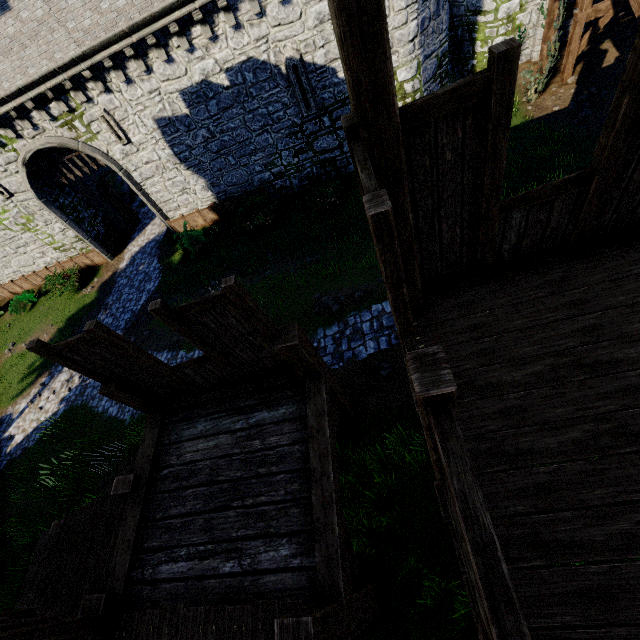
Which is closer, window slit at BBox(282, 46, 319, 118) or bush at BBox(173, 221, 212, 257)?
window slit at BBox(282, 46, 319, 118)

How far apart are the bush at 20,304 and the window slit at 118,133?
11.66m

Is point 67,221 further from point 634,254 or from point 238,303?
point 634,254

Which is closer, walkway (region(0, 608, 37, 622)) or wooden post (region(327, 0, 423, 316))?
wooden post (region(327, 0, 423, 316))

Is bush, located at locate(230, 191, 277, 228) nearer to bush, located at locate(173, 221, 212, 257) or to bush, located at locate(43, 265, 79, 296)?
bush, located at locate(173, 221, 212, 257)

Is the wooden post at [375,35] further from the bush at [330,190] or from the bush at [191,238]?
the bush at [191,238]

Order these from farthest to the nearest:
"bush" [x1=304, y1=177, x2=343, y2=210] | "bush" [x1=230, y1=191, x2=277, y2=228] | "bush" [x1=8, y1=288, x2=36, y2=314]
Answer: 1. "bush" [x1=8, y1=288, x2=36, y2=314]
2. "bush" [x1=230, y1=191, x2=277, y2=228]
3. "bush" [x1=304, y1=177, x2=343, y2=210]

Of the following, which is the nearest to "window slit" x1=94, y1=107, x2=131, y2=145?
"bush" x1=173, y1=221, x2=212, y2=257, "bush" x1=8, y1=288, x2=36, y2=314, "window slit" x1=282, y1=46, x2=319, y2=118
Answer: "bush" x1=173, y1=221, x2=212, y2=257
